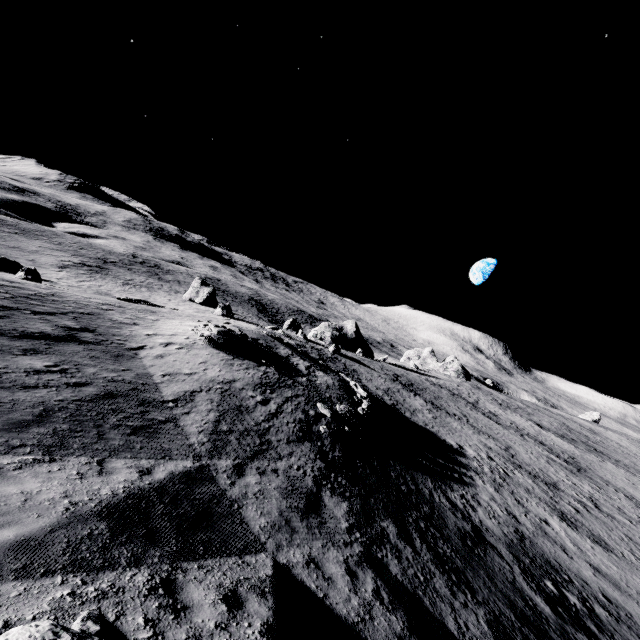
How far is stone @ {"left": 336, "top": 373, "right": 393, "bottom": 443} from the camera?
19.03m

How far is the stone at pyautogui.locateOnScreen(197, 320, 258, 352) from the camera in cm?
2078

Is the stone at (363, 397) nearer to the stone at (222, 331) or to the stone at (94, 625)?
the stone at (222, 331)

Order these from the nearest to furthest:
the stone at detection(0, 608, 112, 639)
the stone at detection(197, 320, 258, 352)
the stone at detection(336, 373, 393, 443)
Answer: the stone at detection(0, 608, 112, 639), the stone at detection(336, 373, 393, 443), the stone at detection(197, 320, 258, 352)

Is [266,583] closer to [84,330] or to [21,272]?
[84,330]

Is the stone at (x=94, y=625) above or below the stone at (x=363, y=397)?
above

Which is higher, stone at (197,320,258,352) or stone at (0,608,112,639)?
stone at (0,608,112,639)

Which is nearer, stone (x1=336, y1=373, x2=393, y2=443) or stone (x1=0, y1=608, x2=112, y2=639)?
stone (x1=0, y1=608, x2=112, y2=639)
